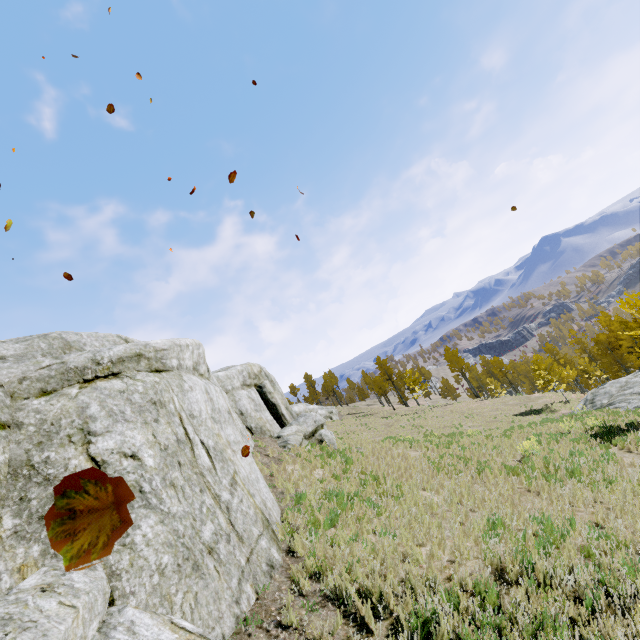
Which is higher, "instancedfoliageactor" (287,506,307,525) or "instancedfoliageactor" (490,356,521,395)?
"instancedfoliageactor" (287,506,307,525)

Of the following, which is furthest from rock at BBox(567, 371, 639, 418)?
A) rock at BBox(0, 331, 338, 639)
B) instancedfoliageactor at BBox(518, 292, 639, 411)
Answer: rock at BBox(0, 331, 338, 639)

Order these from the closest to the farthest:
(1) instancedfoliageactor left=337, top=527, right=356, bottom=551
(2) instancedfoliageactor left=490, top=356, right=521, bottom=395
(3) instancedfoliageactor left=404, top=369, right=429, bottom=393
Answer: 1. (1) instancedfoliageactor left=337, top=527, right=356, bottom=551
2. (3) instancedfoliageactor left=404, top=369, right=429, bottom=393
3. (2) instancedfoliageactor left=490, top=356, right=521, bottom=395

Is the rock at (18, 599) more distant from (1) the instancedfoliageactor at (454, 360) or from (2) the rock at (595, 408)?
(2) the rock at (595, 408)

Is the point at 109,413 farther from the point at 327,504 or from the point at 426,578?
the point at 426,578

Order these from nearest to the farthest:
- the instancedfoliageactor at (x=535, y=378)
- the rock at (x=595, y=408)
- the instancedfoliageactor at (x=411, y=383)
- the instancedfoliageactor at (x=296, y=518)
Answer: the instancedfoliageactor at (x=296, y=518), the instancedfoliageactor at (x=535, y=378), the rock at (x=595, y=408), the instancedfoliageactor at (x=411, y=383)

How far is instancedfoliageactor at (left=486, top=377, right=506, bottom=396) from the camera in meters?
55.3

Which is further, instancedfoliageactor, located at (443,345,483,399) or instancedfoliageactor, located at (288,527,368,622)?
instancedfoliageactor, located at (443,345,483,399)
